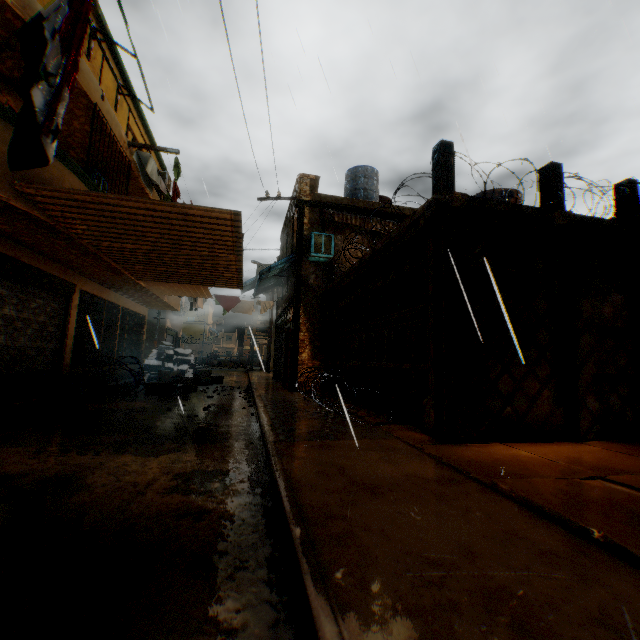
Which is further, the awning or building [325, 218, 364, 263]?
building [325, 218, 364, 263]

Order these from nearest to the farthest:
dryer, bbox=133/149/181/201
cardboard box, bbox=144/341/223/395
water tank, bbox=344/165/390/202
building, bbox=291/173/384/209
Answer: dryer, bbox=133/149/181/201
cardboard box, bbox=144/341/223/395
building, bbox=291/173/384/209
water tank, bbox=344/165/390/202

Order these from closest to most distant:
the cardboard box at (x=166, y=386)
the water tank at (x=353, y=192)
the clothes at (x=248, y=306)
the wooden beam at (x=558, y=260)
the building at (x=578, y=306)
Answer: the wooden beam at (x=558, y=260)
the building at (x=578, y=306)
the cardboard box at (x=166, y=386)
the water tank at (x=353, y=192)
the clothes at (x=248, y=306)

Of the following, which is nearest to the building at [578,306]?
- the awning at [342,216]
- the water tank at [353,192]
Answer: the awning at [342,216]

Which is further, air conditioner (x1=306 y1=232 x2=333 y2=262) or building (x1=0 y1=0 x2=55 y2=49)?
air conditioner (x1=306 y1=232 x2=333 y2=262)

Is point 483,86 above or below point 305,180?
above

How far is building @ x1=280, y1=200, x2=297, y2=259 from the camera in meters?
12.7

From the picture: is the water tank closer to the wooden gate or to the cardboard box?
the wooden gate
